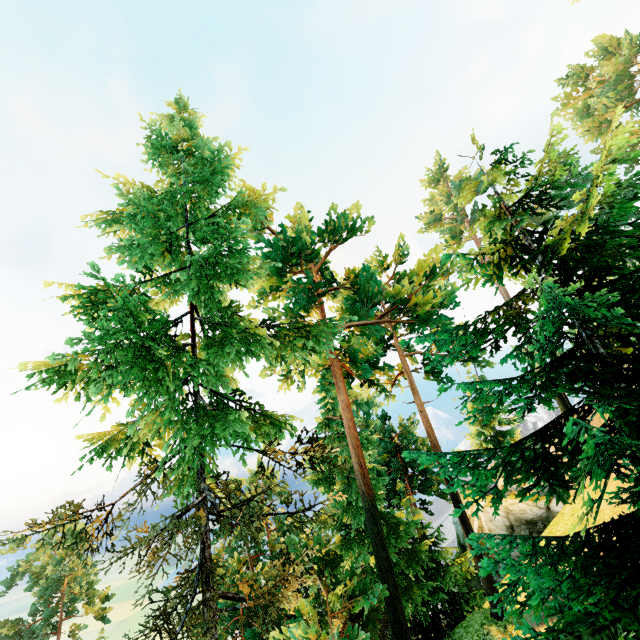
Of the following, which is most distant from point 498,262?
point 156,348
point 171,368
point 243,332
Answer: point 243,332
